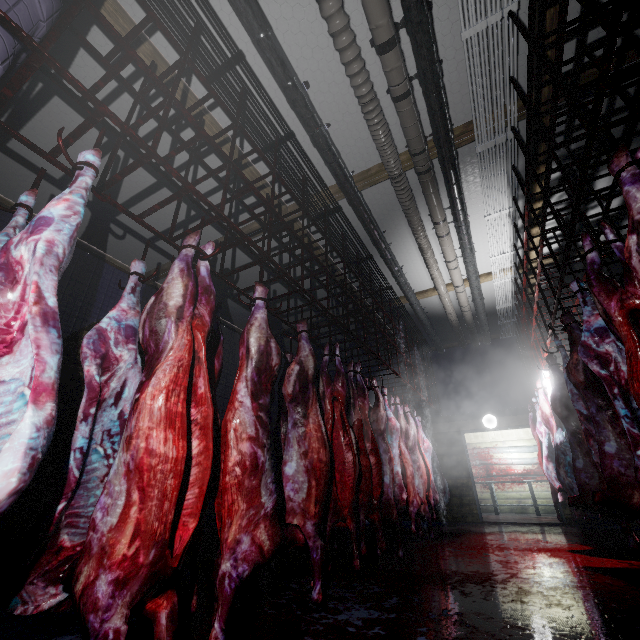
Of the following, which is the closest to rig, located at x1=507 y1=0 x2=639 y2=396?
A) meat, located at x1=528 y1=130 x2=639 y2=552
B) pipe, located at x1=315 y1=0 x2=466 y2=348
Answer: meat, located at x1=528 y1=130 x2=639 y2=552

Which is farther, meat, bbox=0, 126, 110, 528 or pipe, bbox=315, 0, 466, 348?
pipe, bbox=315, 0, 466, 348

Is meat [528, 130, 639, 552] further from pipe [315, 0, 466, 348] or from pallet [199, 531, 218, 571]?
pallet [199, 531, 218, 571]

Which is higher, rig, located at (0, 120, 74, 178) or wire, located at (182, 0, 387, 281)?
wire, located at (182, 0, 387, 281)

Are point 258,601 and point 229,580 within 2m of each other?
yes

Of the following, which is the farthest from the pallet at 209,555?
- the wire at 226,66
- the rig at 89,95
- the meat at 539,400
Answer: the meat at 539,400

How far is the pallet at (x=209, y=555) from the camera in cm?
343

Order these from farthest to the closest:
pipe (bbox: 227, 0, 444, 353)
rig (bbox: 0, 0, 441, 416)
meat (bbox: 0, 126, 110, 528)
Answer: pipe (bbox: 227, 0, 444, 353) < rig (bbox: 0, 0, 441, 416) < meat (bbox: 0, 126, 110, 528)
